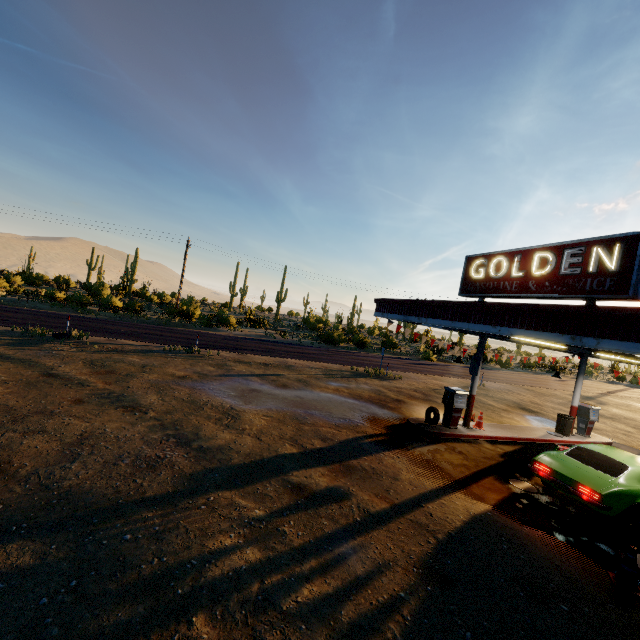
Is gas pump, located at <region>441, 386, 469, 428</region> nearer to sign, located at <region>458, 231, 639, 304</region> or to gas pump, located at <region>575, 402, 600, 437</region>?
A: sign, located at <region>458, 231, 639, 304</region>

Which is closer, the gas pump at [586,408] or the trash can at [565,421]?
the trash can at [565,421]

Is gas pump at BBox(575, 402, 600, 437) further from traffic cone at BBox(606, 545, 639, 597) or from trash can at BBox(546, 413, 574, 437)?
traffic cone at BBox(606, 545, 639, 597)

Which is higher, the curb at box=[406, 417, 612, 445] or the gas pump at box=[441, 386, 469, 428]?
the gas pump at box=[441, 386, 469, 428]

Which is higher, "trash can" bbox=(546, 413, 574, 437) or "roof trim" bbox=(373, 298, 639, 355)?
"roof trim" bbox=(373, 298, 639, 355)

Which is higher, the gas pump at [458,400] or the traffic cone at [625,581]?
the gas pump at [458,400]

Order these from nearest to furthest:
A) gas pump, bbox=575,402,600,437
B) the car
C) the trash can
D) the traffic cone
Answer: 1. the traffic cone
2. the car
3. the trash can
4. gas pump, bbox=575,402,600,437

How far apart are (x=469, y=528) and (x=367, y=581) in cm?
285
